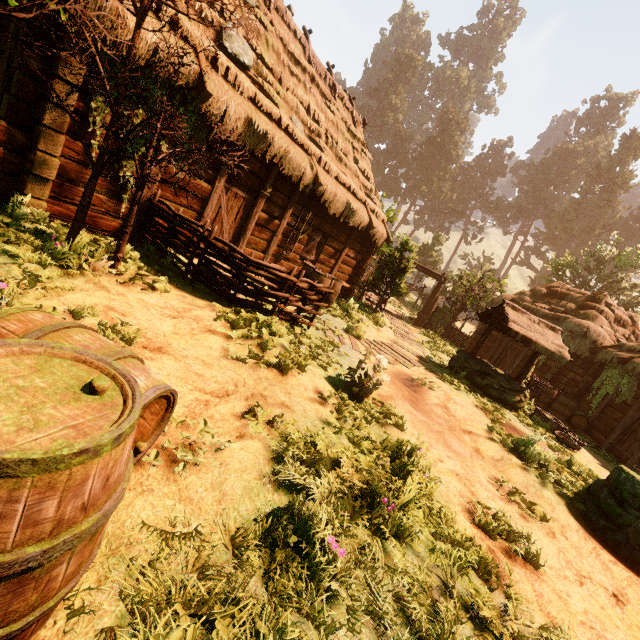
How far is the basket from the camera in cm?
923

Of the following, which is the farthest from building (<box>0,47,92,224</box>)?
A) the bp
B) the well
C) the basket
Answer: the well

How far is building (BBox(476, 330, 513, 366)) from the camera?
19.15m

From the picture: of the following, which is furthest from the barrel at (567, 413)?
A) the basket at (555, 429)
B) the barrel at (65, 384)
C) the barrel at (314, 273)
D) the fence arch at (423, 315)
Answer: the barrel at (65, 384)

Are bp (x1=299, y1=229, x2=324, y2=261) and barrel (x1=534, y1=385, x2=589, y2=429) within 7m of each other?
no

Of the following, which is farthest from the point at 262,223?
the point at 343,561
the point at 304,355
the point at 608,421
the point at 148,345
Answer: the point at 608,421

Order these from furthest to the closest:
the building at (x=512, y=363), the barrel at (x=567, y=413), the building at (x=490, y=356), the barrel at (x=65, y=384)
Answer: the building at (x=490, y=356) < the building at (x=512, y=363) < the barrel at (x=567, y=413) < the barrel at (x=65, y=384)
